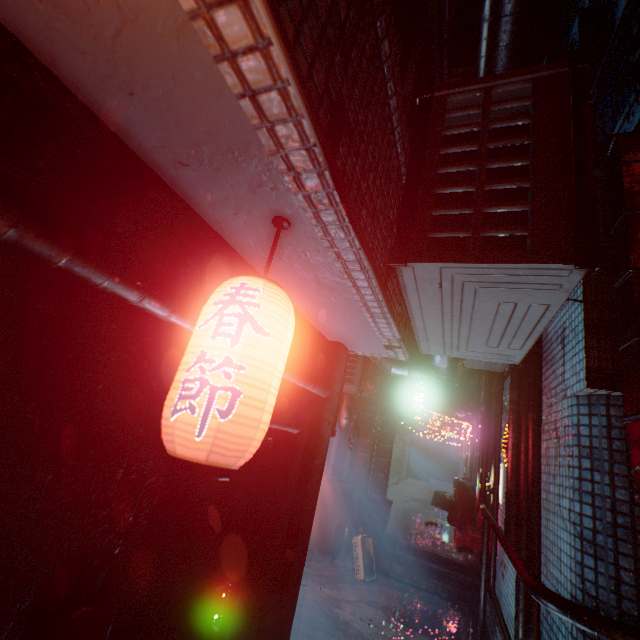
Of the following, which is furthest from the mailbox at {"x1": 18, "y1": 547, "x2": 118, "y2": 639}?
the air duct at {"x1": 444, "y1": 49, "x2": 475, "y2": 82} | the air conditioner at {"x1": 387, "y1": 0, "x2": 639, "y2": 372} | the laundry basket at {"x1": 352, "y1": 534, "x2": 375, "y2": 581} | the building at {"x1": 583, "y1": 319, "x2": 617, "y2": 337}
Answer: the air duct at {"x1": 444, "y1": 49, "x2": 475, "y2": 82}

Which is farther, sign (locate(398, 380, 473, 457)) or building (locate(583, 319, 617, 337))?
sign (locate(398, 380, 473, 457))

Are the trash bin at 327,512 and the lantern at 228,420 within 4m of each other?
no

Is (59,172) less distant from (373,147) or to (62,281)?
(62,281)

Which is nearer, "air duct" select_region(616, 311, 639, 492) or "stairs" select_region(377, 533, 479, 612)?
"air duct" select_region(616, 311, 639, 492)

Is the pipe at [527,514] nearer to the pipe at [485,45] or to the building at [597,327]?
the building at [597,327]

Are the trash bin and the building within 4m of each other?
no

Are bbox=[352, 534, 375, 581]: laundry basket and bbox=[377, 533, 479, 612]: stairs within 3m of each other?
yes
